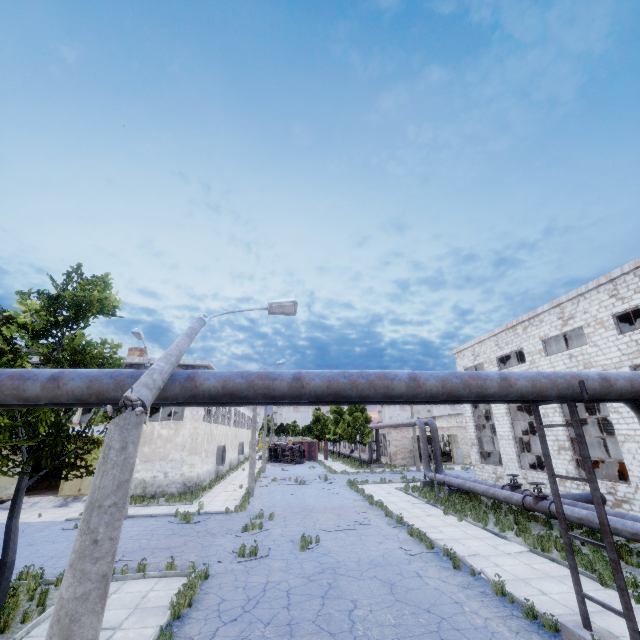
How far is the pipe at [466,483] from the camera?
16.6m

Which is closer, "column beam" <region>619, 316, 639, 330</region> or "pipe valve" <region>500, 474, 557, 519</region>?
"pipe valve" <region>500, 474, 557, 519</region>

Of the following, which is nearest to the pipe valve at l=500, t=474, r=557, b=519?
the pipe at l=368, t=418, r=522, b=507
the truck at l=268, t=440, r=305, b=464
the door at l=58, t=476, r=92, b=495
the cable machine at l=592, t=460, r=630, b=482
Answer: the pipe at l=368, t=418, r=522, b=507

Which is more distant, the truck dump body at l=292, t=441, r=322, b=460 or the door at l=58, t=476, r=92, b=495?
the truck dump body at l=292, t=441, r=322, b=460

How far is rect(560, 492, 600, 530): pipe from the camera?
11.8m

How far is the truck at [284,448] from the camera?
49.5m

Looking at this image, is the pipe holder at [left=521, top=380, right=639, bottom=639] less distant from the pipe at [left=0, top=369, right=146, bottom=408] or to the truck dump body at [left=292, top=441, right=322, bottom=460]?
the pipe at [left=0, top=369, right=146, bottom=408]

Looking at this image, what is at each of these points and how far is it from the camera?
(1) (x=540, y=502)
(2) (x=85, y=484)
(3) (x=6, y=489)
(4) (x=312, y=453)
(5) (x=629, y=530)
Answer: (1) pipe valve, 14.2m
(2) door, 23.2m
(3) door, 22.2m
(4) truck dump body, 55.0m
(5) pipe, 10.5m
